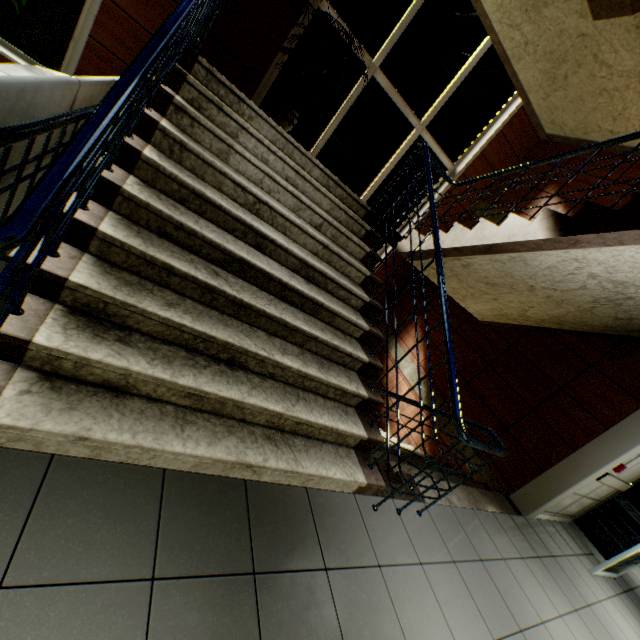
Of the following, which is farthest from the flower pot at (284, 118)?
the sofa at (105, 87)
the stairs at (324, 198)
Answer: the sofa at (105, 87)

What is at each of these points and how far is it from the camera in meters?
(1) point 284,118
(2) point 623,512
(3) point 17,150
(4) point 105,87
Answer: (1) flower pot, 4.6 m
(2) doorway, 5.1 m
(3) sofa, 1.8 m
(4) sofa, 2.8 m

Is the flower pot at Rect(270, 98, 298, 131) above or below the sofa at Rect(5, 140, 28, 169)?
above

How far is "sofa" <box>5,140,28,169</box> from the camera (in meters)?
1.72

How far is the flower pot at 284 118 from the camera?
4.59m

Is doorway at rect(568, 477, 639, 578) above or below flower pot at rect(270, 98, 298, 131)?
below

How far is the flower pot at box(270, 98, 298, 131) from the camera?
4.59m

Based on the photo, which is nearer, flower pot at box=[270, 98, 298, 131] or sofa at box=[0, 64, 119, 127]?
sofa at box=[0, 64, 119, 127]
